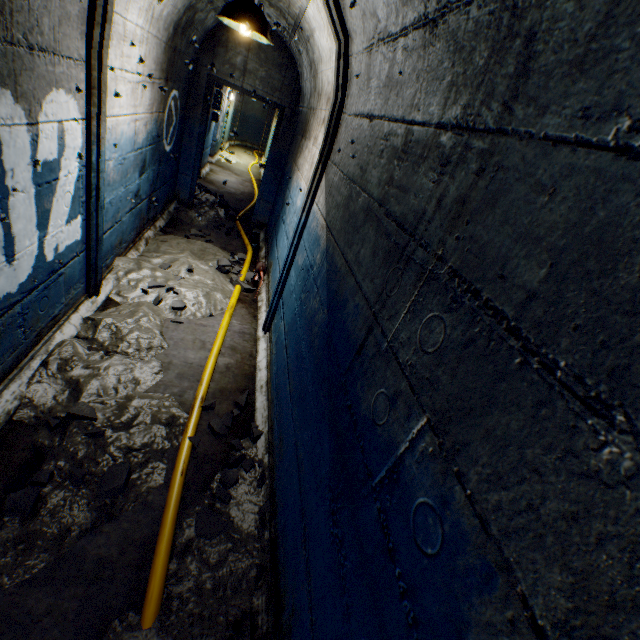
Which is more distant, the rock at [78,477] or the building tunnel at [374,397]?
the rock at [78,477]

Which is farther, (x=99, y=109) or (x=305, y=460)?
(x=99, y=109)

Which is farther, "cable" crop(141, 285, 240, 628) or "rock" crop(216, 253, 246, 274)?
"rock" crop(216, 253, 246, 274)

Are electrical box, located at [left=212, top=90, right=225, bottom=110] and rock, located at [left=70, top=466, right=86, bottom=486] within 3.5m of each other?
no

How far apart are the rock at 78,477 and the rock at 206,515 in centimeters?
73cm

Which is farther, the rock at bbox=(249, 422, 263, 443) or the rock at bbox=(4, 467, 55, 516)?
the rock at bbox=(249, 422, 263, 443)

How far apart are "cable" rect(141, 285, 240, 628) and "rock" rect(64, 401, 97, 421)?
0.61m

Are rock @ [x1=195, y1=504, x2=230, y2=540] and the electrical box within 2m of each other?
no
